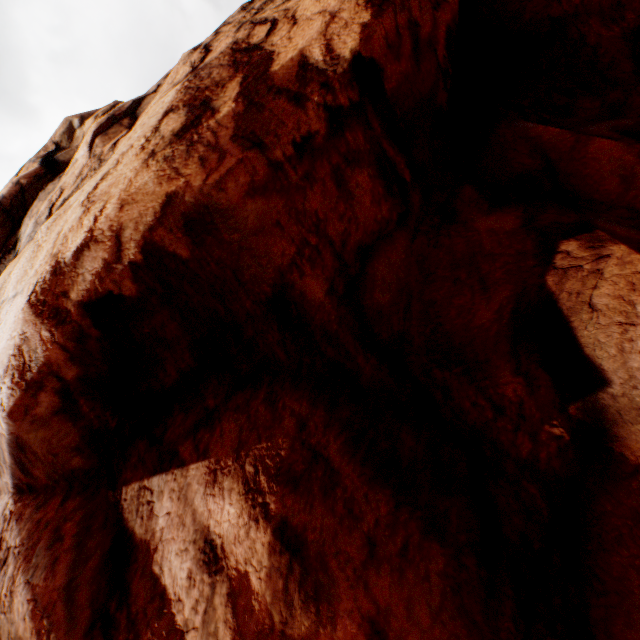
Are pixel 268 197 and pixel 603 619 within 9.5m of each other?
yes
